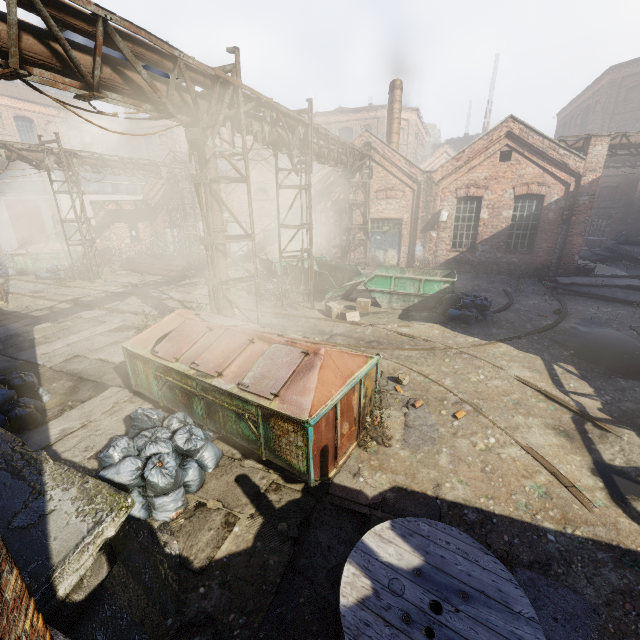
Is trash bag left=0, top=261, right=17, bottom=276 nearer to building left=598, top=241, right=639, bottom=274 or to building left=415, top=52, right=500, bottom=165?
building left=598, top=241, right=639, bottom=274

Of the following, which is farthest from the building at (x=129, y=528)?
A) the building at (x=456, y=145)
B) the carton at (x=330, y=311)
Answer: the building at (x=456, y=145)

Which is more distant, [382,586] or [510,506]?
[510,506]

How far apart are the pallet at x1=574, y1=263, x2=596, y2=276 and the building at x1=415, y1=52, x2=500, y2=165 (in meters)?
31.56

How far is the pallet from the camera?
16.02m

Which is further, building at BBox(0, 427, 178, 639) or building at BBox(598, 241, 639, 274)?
building at BBox(598, 241, 639, 274)

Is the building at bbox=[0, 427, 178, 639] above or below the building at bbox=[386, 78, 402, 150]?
below

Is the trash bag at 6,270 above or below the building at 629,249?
below
